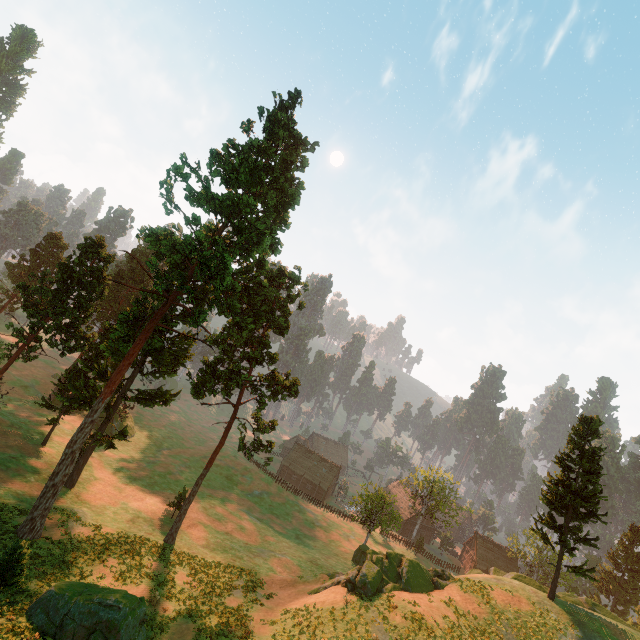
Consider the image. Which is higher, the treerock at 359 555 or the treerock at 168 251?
the treerock at 168 251

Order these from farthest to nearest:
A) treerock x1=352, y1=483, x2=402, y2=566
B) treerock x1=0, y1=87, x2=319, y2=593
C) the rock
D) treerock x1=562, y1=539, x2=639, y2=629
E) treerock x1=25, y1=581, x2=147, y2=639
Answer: treerock x1=352, y1=483, x2=402, y2=566 < treerock x1=562, y1=539, x2=639, y2=629 < treerock x1=0, y1=87, x2=319, y2=593 < the rock < treerock x1=25, y1=581, x2=147, y2=639

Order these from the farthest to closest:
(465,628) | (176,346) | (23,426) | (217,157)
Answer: (23,426) → (176,346) → (217,157) → (465,628)

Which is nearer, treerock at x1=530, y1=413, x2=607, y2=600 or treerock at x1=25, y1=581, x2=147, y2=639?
treerock at x1=25, y1=581, x2=147, y2=639

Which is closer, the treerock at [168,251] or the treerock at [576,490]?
the treerock at [168,251]

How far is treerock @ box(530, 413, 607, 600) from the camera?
27.83m
